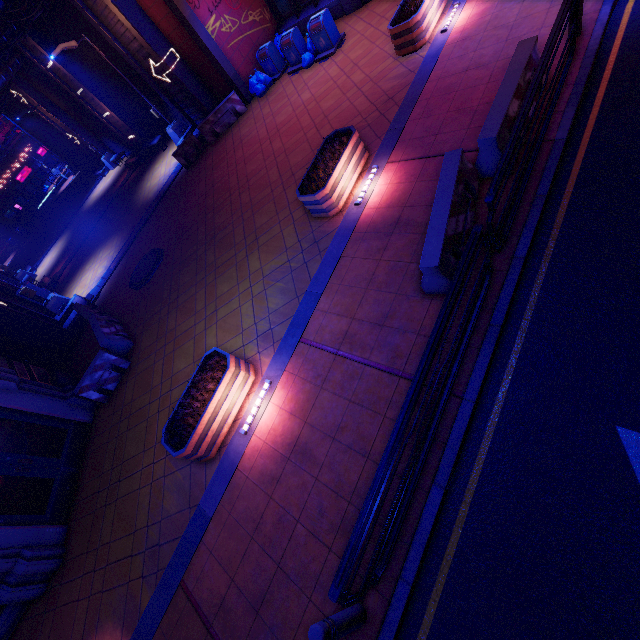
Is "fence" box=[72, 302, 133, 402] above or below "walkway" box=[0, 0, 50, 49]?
below

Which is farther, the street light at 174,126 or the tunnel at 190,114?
the street light at 174,126

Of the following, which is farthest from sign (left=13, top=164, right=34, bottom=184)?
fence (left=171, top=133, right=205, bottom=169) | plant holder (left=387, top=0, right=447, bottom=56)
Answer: plant holder (left=387, top=0, right=447, bottom=56)

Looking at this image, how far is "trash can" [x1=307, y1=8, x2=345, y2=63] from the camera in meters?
12.3 m

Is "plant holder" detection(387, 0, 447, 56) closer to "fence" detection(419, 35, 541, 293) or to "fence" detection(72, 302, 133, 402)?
"fence" detection(419, 35, 541, 293)

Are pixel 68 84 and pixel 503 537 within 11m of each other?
no

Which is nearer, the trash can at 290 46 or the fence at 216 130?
the trash can at 290 46

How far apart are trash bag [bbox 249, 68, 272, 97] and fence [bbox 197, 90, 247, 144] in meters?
0.5 m
